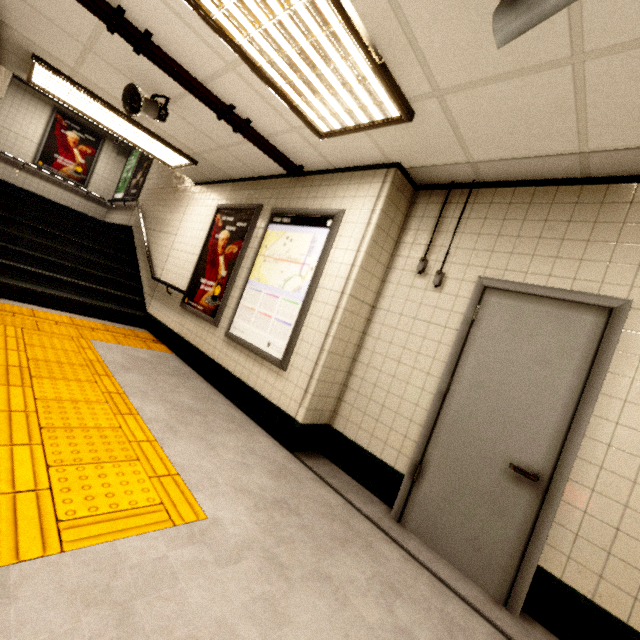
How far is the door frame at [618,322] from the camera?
2.0 meters

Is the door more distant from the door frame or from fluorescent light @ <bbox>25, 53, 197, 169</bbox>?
fluorescent light @ <bbox>25, 53, 197, 169</bbox>

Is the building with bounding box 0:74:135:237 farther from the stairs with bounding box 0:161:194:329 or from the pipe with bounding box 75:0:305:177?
the pipe with bounding box 75:0:305:177

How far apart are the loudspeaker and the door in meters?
3.7

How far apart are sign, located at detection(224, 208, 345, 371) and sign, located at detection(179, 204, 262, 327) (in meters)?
0.25

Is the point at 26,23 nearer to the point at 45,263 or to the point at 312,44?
the point at 312,44

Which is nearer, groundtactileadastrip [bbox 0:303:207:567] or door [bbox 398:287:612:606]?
groundtactileadastrip [bbox 0:303:207:567]

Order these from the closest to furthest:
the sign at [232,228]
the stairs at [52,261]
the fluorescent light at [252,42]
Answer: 1. the fluorescent light at [252,42]
2. the sign at [232,228]
3. the stairs at [52,261]
